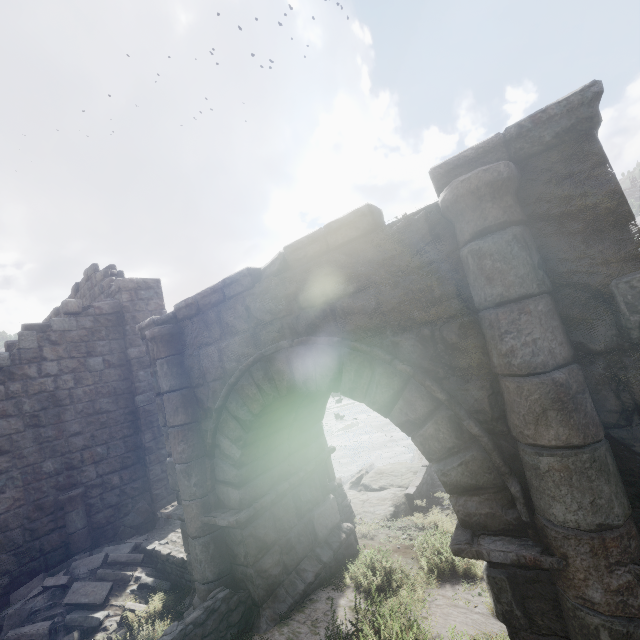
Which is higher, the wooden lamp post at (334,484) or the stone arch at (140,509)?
the stone arch at (140,509)

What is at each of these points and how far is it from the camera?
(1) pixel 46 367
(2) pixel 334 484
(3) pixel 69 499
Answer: (1) building, 8.4m
(2) wooden lamp post, 9.5m
(3) stone arch, 8.0m

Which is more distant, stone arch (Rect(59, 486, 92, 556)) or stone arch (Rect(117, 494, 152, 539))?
stone arch (Rect(117, 494, 152, 539))

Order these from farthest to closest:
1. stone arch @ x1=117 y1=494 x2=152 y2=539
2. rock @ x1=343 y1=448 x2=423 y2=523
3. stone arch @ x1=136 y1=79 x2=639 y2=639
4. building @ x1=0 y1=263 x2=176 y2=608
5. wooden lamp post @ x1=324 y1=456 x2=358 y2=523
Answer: rock @ x1=343 y1=448 x2=423 y2=523 → wooden lamp post @ x1=324 y1=456 x2=358 y2=523 → stone arch @ x1=117 y1=494 x2=152 y2=539 → building @ x1=0 y1=263 x2=176 y2=608 → stone arch @ x1=136 y1=79 x2=639 y2=639

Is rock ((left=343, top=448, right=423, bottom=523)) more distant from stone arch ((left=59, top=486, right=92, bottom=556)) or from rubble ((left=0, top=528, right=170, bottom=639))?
rubble ((left=0, top=528, right=170, bottom=639))

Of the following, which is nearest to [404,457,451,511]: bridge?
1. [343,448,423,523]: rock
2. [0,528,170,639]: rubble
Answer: [343,448,423,523]: rock

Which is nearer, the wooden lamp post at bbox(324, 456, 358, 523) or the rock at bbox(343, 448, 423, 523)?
the wooden lamp post at bbox(324, 456, 358, 523)

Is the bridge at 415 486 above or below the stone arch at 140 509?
below
